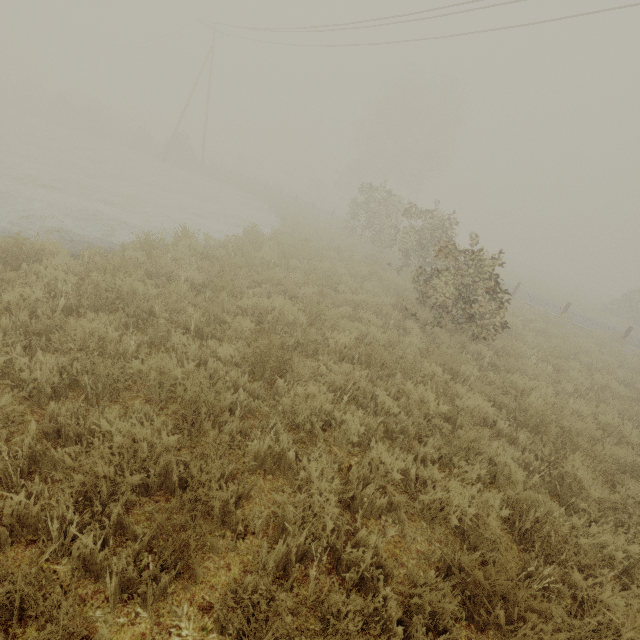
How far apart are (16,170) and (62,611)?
16.47m
